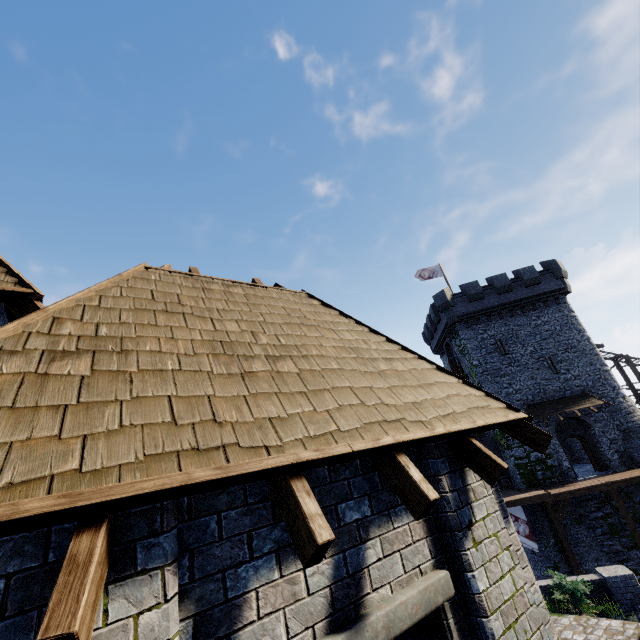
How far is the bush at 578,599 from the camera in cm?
1126

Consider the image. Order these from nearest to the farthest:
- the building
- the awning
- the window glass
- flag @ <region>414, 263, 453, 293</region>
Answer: the building, the window glass, the awning, flag @ <region>414, 263, 453, 293</region>

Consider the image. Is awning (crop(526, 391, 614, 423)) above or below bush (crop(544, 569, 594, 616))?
above

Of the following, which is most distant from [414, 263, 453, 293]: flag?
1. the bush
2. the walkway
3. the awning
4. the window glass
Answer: the window glass

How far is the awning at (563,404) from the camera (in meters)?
24.36

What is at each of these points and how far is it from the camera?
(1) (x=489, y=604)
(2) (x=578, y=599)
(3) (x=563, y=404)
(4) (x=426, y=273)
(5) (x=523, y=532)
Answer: (1) building, 3.3m
(2) bush, 11.5m
(3) awning, 25.0m
(4) flag, 33.1m
(5) flag, 20.7m

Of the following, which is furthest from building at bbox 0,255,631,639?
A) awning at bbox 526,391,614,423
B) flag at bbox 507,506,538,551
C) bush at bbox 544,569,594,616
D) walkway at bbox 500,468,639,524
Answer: awning at bbox 526,391,614,423

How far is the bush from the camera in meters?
11.3
